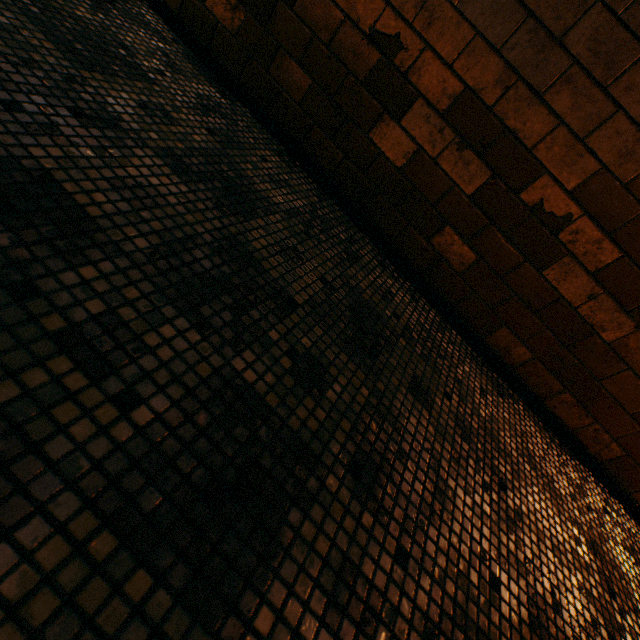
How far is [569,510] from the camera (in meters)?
1.53
